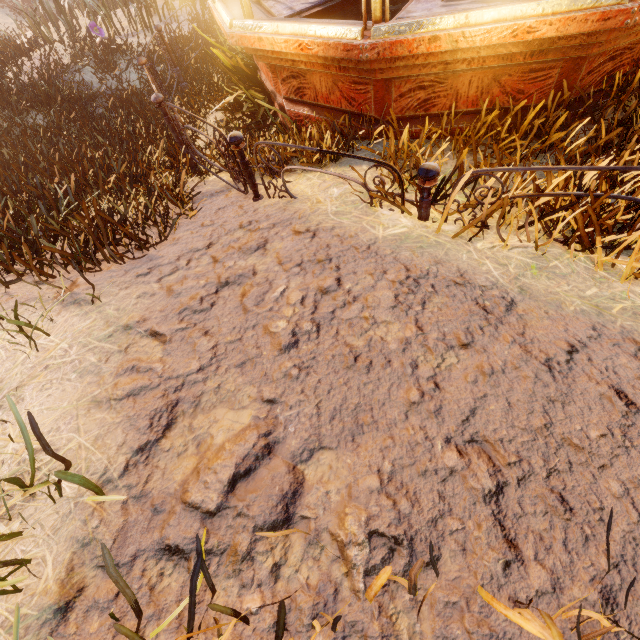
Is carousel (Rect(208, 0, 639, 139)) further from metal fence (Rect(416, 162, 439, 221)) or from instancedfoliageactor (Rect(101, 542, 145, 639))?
metal fence (Rect(416, 162, 439, 221))

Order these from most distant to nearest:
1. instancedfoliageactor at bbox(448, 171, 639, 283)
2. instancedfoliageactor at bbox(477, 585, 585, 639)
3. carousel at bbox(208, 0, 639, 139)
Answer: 1. carousel at bbox(208, 0, 639, 139)
2. instancedfoliageactor at bbox(448, 171, 639, 283)
3. instancedfoliageactor at bbox(477, 585, 585, 639)

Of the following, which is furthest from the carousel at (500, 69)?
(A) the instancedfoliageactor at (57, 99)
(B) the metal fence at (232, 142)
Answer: (B) the metal fence at (232, 142)

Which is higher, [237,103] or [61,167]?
[61,167]

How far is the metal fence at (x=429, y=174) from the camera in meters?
2.3

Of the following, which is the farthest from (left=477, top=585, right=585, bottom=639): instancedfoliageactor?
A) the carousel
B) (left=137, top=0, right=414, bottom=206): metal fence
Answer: (left=137, top=0, right=414, bottom=206): metal fence

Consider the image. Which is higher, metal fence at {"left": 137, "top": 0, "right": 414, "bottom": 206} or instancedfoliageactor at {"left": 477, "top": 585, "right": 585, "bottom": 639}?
instancedfoliageactor at {"left": 477, "top": 585, "right": 585, "bottom": 639}
